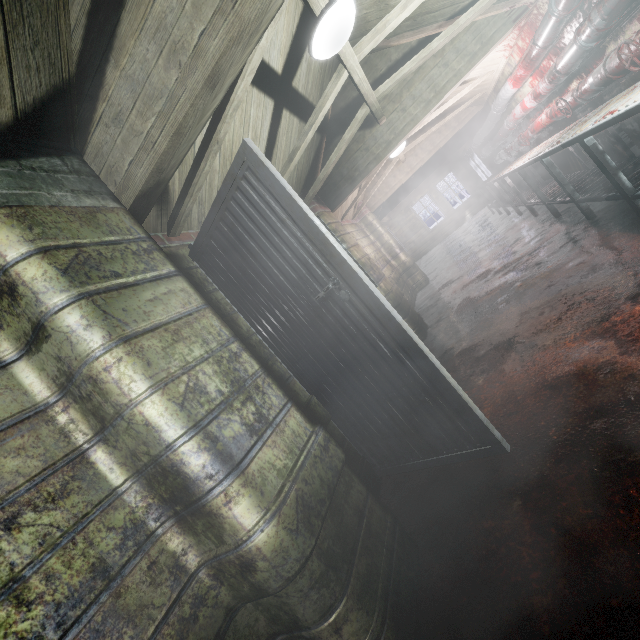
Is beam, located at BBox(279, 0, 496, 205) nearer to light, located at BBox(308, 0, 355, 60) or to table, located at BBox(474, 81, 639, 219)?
light, located at BBox(308, 0, 355, 60)

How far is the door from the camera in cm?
150

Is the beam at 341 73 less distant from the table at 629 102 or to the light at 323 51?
the light at 323 51

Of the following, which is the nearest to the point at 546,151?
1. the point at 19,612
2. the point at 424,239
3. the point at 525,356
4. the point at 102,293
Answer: the point at 525,356

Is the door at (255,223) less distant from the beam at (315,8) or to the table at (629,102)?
the beam at (315,8)

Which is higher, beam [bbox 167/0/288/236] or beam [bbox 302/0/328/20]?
beam [bbox 302/0/328/20]

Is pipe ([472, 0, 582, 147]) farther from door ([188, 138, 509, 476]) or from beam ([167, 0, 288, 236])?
door ([188, 138, 509, 476])

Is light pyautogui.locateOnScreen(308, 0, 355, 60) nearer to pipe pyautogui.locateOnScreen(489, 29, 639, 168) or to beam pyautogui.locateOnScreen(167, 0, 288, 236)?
beam pyautogui.locateOnScreen(167, 0, 288, 236)
